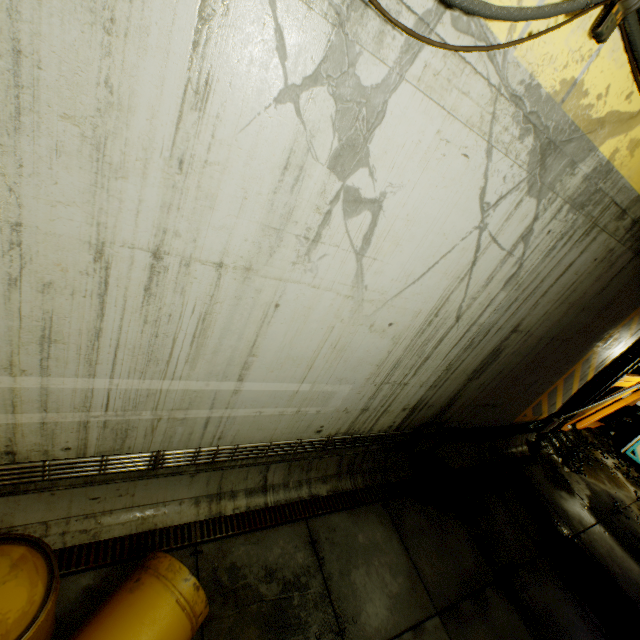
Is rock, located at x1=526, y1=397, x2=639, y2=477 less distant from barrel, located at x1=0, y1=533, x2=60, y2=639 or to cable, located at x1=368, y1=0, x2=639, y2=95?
cable, located at x1=368, y1=0, x2=639, y2=95

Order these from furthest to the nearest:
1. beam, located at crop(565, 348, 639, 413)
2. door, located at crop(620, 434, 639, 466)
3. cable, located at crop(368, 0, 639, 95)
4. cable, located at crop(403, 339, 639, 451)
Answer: door, located at crop(620, 434, 639, 466)
beam, located at crop(565, 348, 639, 413)
cable, located at crop(403, 339, 639, 451)
cable, located at crop(368, 0, 639, 95)

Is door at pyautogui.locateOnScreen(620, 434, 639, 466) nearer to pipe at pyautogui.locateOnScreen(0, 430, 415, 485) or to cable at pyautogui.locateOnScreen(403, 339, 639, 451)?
cable at pyautogui.locateOnScreen(403, 339, 639, 451)

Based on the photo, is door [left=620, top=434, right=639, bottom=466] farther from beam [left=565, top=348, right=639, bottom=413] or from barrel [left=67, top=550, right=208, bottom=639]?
barrel [left=67, top=550, right=208, bottom=639]

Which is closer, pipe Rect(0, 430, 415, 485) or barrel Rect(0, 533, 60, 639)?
barrel Rect(0, 533, 60, 639)

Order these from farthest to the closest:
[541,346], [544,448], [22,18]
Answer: [544,448] < [541,346] < [22,18]

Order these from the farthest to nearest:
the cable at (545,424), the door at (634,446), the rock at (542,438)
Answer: the door at (634,446)
the rock at (542,438)
the cable at (545,424)

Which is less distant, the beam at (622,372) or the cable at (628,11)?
the cable at (628,11)
